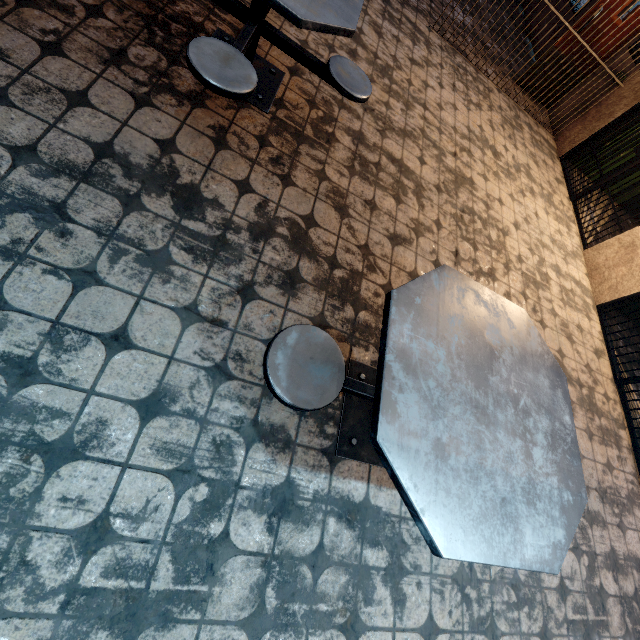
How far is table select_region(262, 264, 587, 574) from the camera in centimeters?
111cm

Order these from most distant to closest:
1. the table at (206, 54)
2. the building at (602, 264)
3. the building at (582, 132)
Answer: the building at (582, 132)
the building at (602, 264)
the table at (206, 54)

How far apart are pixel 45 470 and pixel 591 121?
7.8 meters

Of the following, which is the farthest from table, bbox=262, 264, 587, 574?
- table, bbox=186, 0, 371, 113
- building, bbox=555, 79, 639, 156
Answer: building, bbox=555, 79, 639, 156

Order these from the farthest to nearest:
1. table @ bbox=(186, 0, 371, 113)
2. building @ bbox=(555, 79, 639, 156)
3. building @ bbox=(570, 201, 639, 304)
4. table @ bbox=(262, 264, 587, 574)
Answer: building @ bbox=(555, 79, 639, 156) < building @ bbox=(570, 201, 639, 304) < table @ bbox=(186, 0, 371, 113) < table @ bbox=(262, 264, 587, 574)

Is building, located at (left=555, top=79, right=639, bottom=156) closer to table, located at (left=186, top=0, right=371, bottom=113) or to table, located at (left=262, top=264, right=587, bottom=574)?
table, located at (left=262, top=264, right=587, bottom=574)

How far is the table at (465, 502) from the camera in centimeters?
111cm
